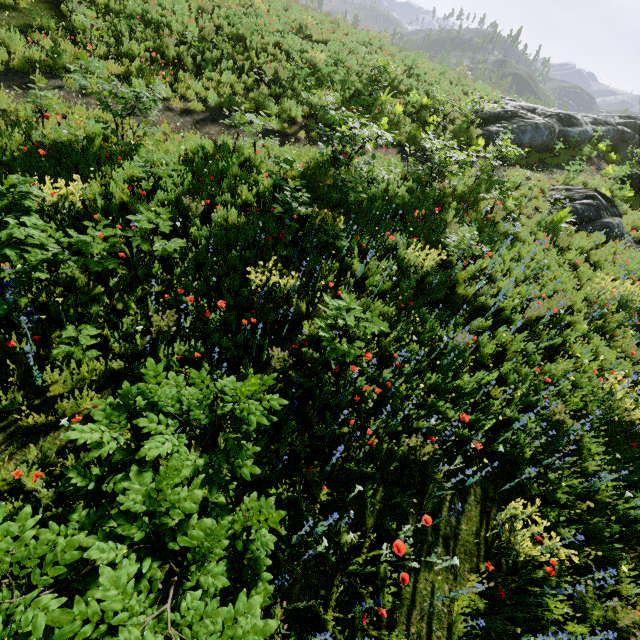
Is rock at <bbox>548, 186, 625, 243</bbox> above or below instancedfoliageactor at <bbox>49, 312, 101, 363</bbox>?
above

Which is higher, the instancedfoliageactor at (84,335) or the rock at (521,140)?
the rock at (521,140)

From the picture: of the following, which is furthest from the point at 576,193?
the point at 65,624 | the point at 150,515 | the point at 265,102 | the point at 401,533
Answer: the point at 65,624

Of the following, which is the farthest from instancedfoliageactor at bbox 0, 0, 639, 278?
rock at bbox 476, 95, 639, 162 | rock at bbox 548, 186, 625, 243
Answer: rock at bbox 476, 95, 639, 162

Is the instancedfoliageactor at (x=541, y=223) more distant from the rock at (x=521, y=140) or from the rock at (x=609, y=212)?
the rock at (x=521, y=140)

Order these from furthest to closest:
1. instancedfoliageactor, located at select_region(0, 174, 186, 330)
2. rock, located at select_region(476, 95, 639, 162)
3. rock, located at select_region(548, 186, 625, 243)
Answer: rock, located at select_region(476, 95, 639, 162) → rock, located at select_region(548, 186, 625, 243) → instancedfoliageactor, located at select_region(0, 174, 186, 330)

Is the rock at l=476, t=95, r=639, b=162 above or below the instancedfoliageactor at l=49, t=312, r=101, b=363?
above

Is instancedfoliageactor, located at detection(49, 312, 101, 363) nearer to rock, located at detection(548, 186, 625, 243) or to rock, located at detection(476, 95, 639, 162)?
rock, located at detection(548, 186, 625, 243)
